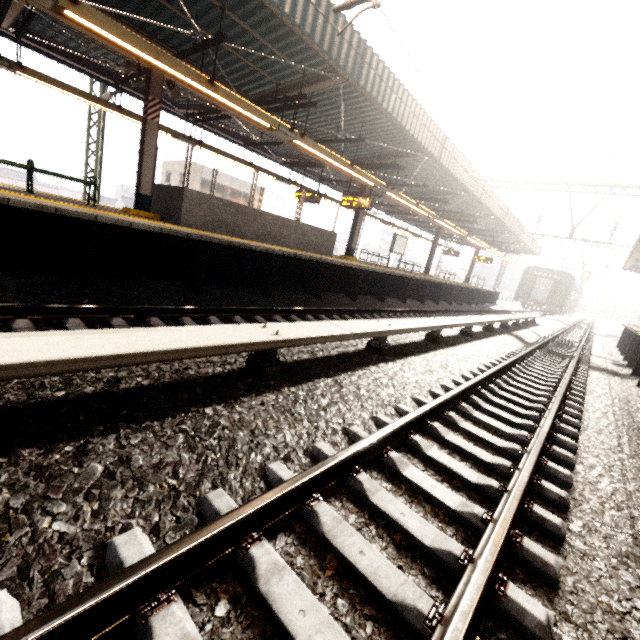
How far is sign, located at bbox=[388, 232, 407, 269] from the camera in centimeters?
1898cm

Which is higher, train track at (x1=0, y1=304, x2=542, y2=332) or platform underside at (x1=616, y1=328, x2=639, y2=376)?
platform underside at (x1=616, y1=328, x2=639, y2=376)

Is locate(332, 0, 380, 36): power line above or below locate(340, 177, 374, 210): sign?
above

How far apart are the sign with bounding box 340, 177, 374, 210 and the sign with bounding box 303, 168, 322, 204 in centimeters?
138cm

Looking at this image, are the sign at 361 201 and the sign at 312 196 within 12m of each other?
yes

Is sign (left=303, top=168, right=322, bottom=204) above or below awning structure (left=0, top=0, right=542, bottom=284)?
below

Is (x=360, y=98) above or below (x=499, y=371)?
above

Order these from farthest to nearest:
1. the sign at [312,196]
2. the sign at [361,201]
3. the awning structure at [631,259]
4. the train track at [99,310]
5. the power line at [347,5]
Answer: the awning structure at [631,259]
the sign at [312,196]
the sign at [361,201]
the power line at [347,5]
the train track at [99,310]
